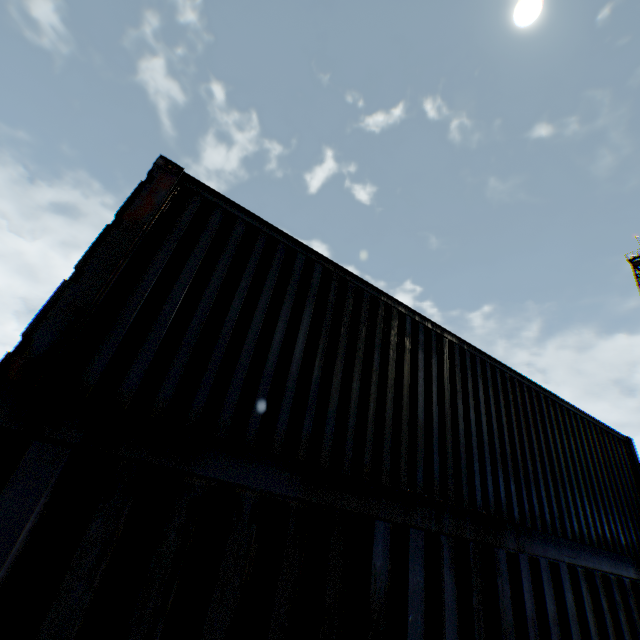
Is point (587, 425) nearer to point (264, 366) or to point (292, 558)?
point (264, 366)
